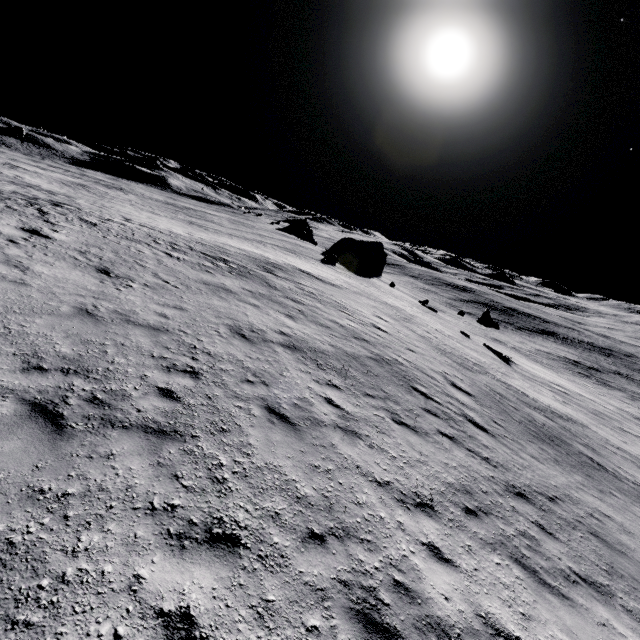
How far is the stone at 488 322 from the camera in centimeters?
3981cm

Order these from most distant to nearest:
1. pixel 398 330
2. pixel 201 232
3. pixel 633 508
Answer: pixel 201 232 → pixel 398 330 → pixel 633 508

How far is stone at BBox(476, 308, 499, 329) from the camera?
39.81m
